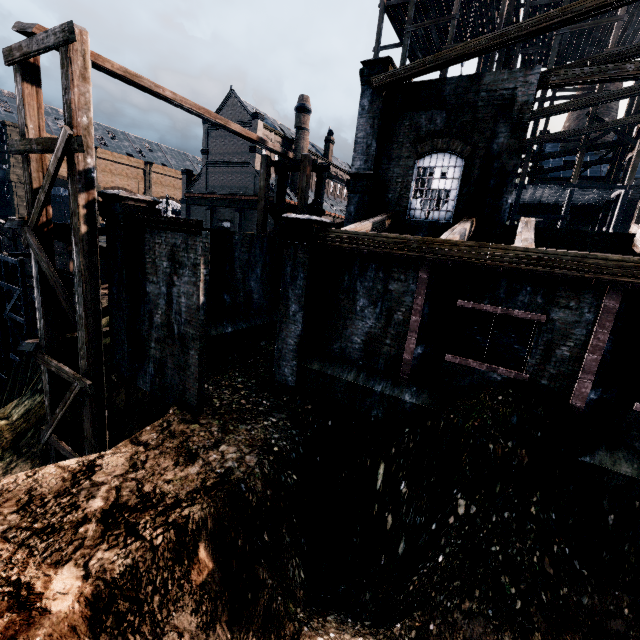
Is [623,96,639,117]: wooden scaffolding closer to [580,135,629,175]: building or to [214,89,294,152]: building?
[580,135,629,175]: building

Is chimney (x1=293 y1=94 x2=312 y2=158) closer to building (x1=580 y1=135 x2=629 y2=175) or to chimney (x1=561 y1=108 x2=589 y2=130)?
building (x1=580 y1=135 x2=629 y2=175)

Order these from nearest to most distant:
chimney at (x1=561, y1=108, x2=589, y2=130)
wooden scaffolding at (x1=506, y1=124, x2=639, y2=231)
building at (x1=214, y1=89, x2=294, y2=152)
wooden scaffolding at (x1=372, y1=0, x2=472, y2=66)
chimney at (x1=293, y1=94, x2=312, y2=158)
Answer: wooden scaffolding at (x1=506, y1=124, x2=639, y2=231)
wooden scaffolding at (x1=372, y1=0, x2=472, y2=66)
chimney at (x1=561, y1=108, x2=589, y2=130)
building at (x1=214, y1=89, x2=294, y2=152)
chimney at (x1=293, y1=94, x2=312, y2=158)

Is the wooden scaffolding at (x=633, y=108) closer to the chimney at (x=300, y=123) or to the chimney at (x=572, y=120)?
the chimney at (x=572, y=120)

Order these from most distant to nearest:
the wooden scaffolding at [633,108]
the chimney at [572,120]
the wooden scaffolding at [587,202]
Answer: the chimney at [572,120] < the wooden scaffolding at [587,202] < the wooden scaffolding at [633,108]

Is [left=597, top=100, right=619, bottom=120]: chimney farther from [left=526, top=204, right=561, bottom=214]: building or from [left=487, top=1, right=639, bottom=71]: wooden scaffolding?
[left=487, top=1, right=639, bottom=71]: wooden scaffolding

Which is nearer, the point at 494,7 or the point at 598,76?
the point at 598,76
